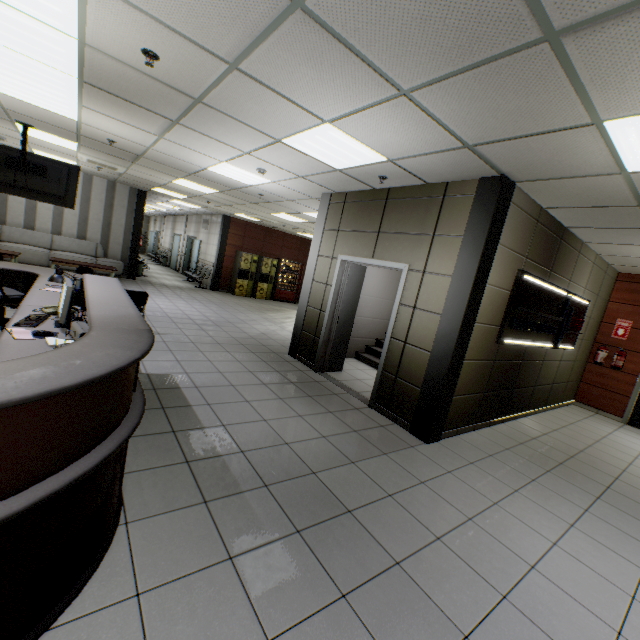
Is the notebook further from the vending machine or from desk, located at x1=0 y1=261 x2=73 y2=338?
the vending machine

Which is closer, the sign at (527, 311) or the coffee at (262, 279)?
the sign at (527, 311)

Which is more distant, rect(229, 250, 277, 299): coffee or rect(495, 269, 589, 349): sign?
rect(229, 250, 277, 299): coffee

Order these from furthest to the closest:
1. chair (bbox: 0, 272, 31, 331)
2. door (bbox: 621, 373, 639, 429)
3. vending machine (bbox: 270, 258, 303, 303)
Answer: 1. vending machine (bbox: 270, 258, 303, 303)
2. door (bbox: 621, 373, 639, 429)
3. chair (bbox: 0, 272, 31, 331)

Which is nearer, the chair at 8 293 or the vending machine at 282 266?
the chair at 8 293

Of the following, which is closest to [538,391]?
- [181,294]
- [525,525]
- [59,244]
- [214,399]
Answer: [525,525]

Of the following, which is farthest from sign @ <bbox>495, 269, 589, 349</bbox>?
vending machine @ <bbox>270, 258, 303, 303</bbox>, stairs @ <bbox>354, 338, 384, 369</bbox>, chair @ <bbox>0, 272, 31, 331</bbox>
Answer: vending machine @ <bbox>270, 258, 303, 303</bbox>

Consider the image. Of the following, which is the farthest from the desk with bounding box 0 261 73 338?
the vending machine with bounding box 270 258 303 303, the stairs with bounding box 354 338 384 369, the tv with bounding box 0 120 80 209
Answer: the vending machine with bounding box 270 258 303 303
